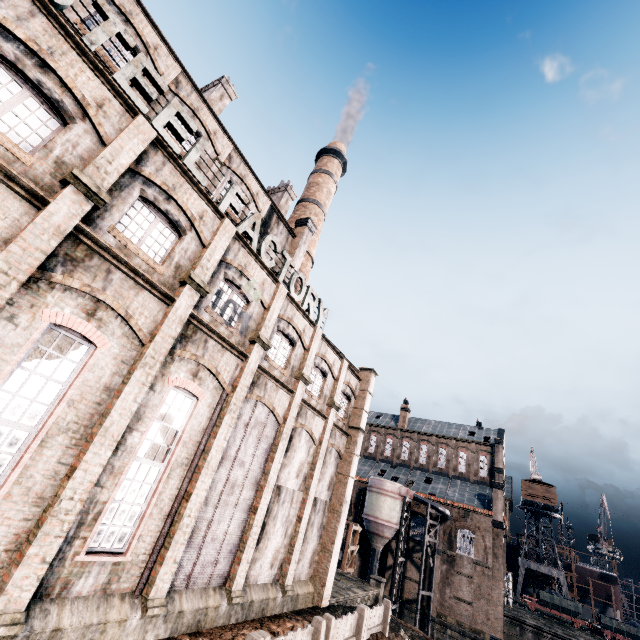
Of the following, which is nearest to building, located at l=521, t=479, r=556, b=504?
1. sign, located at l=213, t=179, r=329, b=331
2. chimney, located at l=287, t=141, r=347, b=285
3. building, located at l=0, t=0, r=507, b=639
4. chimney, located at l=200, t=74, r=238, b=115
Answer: building, located at l=0, t=0, r=507, b=639

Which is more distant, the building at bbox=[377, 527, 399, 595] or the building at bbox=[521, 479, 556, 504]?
the building at bbox=[521, 479, 556, 504]

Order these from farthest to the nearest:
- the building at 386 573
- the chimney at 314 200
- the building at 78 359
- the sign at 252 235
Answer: the building at 386 573, the chimney at 314 200, the sign at 252 235, the building at 78 359

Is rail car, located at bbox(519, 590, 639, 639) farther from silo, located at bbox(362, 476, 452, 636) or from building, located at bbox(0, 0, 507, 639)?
silo, located at bbox(362, 476, 452, 636)

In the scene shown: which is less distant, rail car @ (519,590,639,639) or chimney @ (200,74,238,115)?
chimney @ (200,74,238,115)

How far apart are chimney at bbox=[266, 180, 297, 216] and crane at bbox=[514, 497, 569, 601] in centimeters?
6666cm

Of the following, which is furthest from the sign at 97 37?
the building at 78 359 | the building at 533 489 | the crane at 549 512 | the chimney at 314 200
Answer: the crane at 549 512

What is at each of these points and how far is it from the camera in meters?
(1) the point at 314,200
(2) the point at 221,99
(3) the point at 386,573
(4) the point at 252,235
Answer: (1) chimney, 35.9 m
(2) chimney, 23.3 m
(3) building, 42.0 m
(4) sign, 15.7 m
